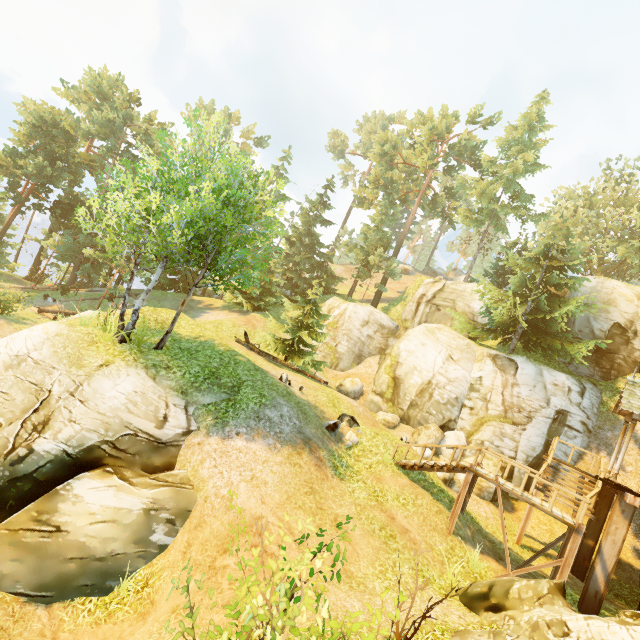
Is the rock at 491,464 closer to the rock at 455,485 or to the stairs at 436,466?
the rock at 455,485

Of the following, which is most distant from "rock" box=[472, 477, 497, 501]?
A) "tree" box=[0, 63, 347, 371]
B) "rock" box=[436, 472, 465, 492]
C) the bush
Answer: the bush

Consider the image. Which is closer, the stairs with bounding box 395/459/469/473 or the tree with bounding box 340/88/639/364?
the stairs with bounding box 395/459/469/473

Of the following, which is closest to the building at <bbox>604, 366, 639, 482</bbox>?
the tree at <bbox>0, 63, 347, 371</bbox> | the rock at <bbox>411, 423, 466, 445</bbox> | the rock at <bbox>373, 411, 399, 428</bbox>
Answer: the tree at <bbox>0, 63, 347, 371</bbox>

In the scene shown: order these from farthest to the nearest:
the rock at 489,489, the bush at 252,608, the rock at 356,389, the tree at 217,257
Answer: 1. the rock at 356,389
2. the rock at 489,489
3. the tree at 217,257
4. the bush at 252,608

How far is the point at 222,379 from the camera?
12.4m

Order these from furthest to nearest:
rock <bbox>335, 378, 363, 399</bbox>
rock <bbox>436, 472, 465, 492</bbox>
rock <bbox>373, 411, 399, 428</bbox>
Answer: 1. rock <bbox>335, 378, 363, 399</bbox>
2. rock <bbox>373, 411, 399, 428</bbox>
3. rock <bbox>436, 472, 465, 492</bbox>

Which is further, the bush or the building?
the building
